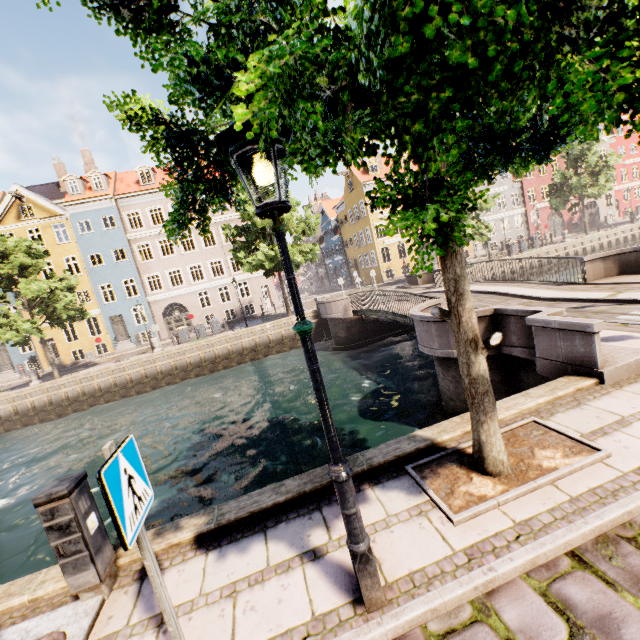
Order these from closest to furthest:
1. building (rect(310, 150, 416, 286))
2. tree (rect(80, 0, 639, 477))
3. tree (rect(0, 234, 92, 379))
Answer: tree (rect(80, 0, 639, 477)), tree (rect(0, 234, 92, 379)), building (rect(310, 150, 416, 286))

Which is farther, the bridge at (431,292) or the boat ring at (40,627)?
the bridge at (431,292)

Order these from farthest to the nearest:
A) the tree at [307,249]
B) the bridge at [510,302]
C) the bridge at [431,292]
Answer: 1. the tree at [307,249]
2. the bridge at [431,292]
3. the bridge at [510,302]

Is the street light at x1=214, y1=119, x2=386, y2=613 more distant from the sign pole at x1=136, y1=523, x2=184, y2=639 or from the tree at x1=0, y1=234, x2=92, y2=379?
the sign pole at x1=136, y1=523, x2=184, y2=639

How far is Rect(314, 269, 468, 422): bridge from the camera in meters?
8.4 m

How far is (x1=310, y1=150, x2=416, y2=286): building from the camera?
35.38m

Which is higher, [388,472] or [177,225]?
[177,225]

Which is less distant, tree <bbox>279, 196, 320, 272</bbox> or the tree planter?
the tree planter
